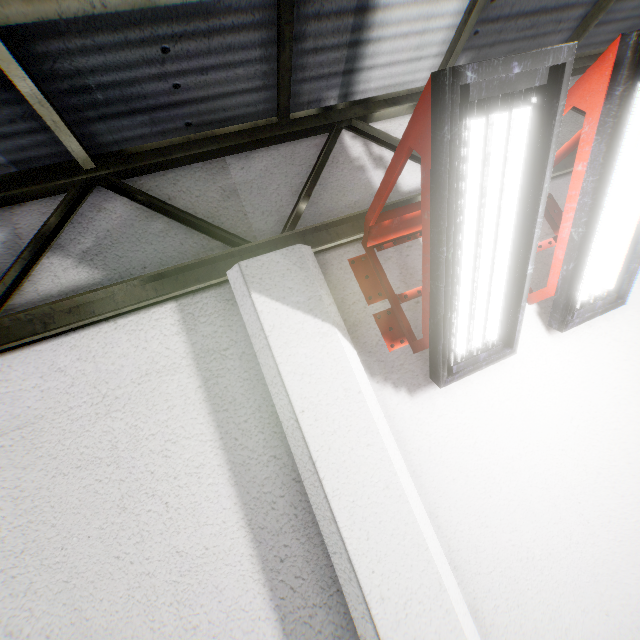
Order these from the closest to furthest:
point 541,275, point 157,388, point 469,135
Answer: point 469,135 < point 157,388 < point 541,275
